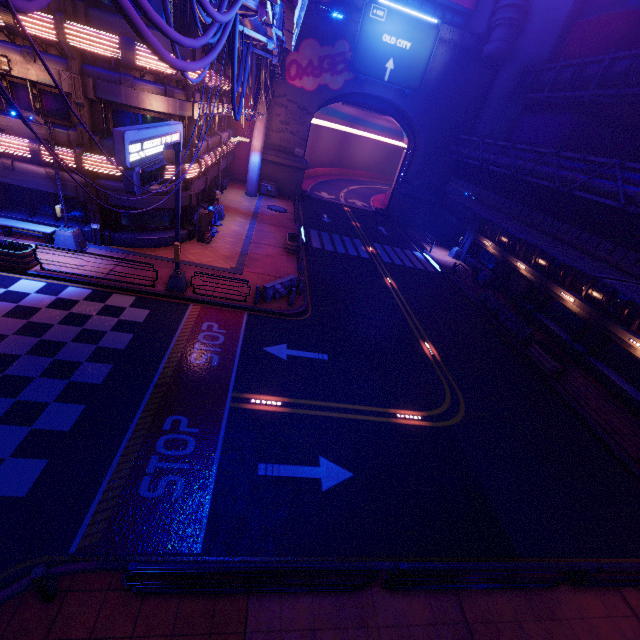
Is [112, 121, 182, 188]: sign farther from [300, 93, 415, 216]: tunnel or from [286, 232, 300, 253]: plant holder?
[300, 93, 415, 216]: tunnel

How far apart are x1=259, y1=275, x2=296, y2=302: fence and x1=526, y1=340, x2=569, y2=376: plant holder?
14.1m

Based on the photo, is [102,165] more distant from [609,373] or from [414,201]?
[414,201]

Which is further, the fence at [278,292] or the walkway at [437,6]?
the walkway at [437,6]

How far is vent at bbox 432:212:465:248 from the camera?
34.59m

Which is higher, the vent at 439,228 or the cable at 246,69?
the cable at 246,69

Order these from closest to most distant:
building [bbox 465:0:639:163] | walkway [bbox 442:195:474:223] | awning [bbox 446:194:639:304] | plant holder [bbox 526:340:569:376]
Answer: awning [bbox 446:194:639:304] → plant holder [bbox 526:340:569:376] → building [bbox 465:0:639:163] → walkway [bbox 442:195:474:223]

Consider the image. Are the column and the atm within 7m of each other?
no
